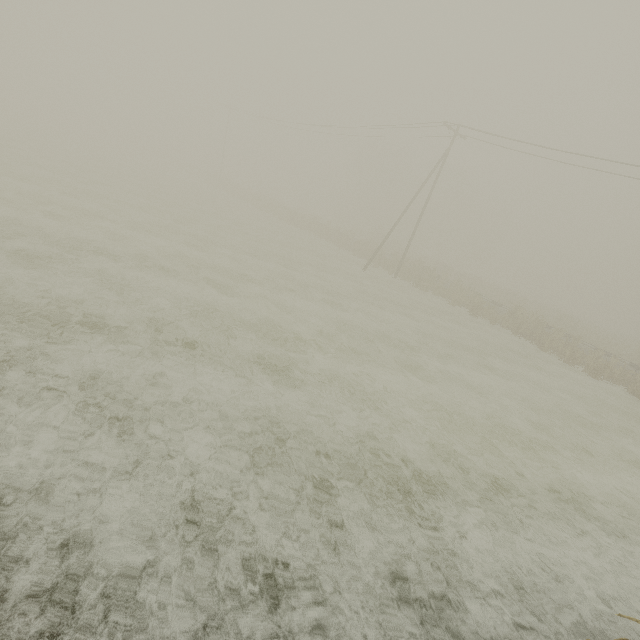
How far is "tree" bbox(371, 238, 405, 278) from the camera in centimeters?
3046cm

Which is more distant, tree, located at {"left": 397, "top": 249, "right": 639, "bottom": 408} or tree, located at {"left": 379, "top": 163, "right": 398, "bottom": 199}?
tree, located at {"left": 379, "top": 163, "right": 398, "bottom": 199}

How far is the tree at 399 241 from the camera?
30.46m

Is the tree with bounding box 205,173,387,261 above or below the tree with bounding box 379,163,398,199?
below

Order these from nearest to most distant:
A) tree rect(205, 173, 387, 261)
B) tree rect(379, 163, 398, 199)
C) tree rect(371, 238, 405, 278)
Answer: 1. tree rect(371, 238, 405, 278)
2. tree rect(205, 173, 387, 261)
3. tree rect(379, 163, 398, 199)

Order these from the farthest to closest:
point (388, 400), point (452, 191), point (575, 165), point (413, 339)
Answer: point (452, 191) < point (575, 165) < point (413, 339) < point (388, 400)

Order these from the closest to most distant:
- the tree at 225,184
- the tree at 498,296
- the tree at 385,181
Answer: the tree at 498,296 < the tree at 225,184 < the tree at 385,181
